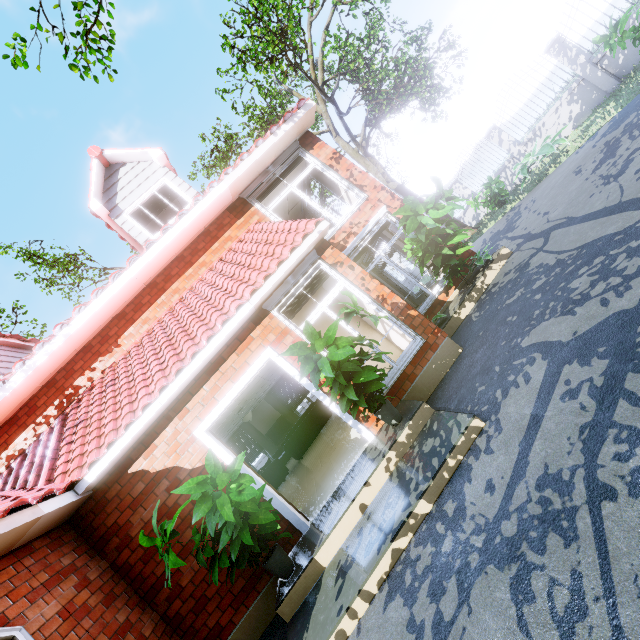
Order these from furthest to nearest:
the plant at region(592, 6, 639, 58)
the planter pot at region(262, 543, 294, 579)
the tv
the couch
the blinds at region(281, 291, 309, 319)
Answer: the tv
the couch
the plant at region(592, 6, 639, 58)
the blinds at region(281, 291, 309, 319)
the planter pot at region(262, 543, 294, 579)

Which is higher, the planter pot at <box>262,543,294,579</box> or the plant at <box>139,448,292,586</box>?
the plant at <box>139,448,292,586</box>

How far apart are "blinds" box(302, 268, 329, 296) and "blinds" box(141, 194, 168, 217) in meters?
4.9

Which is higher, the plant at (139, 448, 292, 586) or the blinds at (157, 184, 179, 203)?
the blinds at (157, 184, 179, 203)

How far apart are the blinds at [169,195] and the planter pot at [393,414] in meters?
7.4

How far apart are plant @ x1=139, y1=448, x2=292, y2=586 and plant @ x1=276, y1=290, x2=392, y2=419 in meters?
1.1 m

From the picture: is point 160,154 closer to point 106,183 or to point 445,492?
point 106,183

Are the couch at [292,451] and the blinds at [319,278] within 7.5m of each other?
yes
